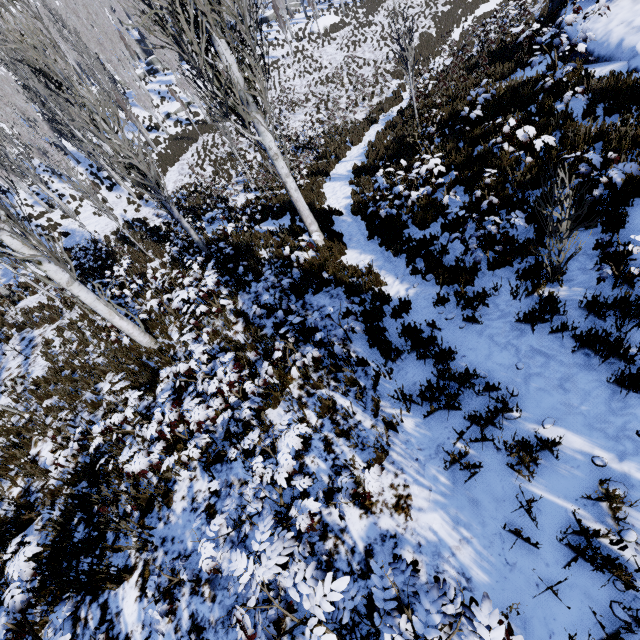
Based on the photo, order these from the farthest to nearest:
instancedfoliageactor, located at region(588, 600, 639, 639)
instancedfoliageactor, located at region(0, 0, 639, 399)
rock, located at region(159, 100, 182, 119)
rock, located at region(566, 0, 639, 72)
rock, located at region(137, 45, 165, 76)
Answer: rock, located at region(137, 45, 165, 76), rock, located at region(159, 100, 182, 119), rock, located at region(566, 0, 639, 72), instancedfoliageactor, located at region(0, 0, 639, 399), instancedfoliageactor, located at region(588, 600, 639, 639)

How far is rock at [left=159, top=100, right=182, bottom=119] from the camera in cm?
3341

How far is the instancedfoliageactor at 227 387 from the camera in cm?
413

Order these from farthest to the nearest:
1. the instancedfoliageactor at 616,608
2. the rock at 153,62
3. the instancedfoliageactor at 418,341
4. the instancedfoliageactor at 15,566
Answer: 1. the rock at 153,62
2. the instancedfoliageactor at 418,341
3. the instancedfoliageactor at 15,566
4. the instancedfoliageactor at 616,608

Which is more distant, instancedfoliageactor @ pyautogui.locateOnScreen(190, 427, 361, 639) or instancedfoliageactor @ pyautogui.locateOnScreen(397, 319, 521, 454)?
instancedfoliageactor @ pyautogui.locateOnScreen(397, 319, 521, 454)

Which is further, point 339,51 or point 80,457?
point 339,51

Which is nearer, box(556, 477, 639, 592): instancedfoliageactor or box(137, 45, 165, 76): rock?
box(556, 477, 639, 592): instancedfoliageactor

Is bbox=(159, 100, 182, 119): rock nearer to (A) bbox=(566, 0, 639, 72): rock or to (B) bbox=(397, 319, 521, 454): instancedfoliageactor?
(B) bbox=(397, 319, 521, 454): instancedfoliageactor
